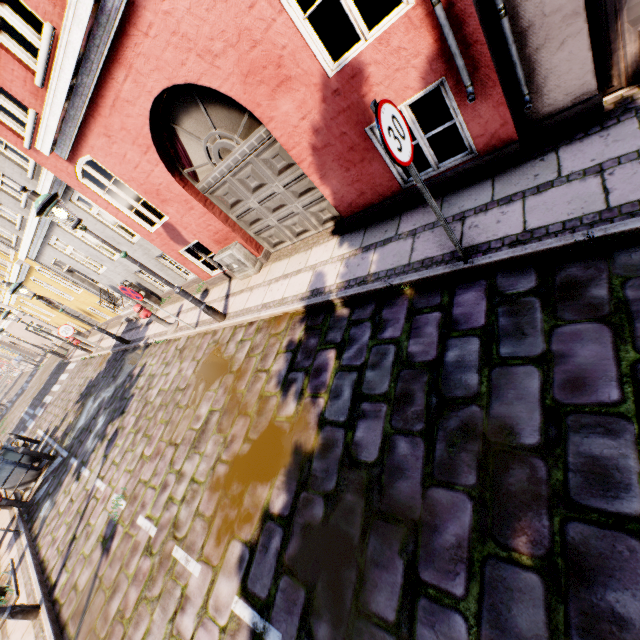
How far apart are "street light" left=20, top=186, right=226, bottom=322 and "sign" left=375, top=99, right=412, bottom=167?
5.4m

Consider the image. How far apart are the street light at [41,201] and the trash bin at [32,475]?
9.4 meters

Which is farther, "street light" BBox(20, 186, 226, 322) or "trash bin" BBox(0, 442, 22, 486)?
"trash bin" BBox(0, 442, 22, 486)

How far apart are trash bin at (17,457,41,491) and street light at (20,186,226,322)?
9.4m

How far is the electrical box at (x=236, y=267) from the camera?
7.15m

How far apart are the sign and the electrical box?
5.0 meters

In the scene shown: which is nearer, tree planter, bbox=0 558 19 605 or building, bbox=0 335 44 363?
tree planter, bbox=0 558 19 605

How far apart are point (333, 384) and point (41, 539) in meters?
8.9 m
